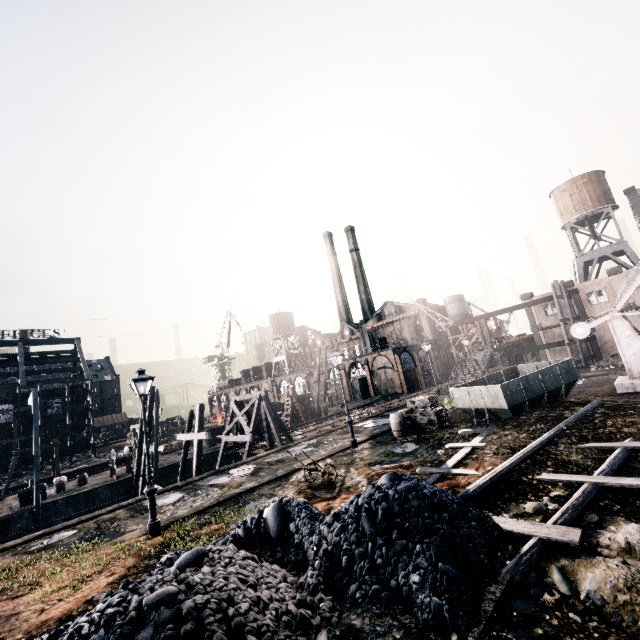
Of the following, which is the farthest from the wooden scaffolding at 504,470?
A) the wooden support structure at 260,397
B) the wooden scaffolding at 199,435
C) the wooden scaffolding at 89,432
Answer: the wooden scaffolding at 89,432

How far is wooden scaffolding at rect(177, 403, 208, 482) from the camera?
19.6 meters

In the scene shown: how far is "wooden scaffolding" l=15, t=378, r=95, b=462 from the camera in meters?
45.8 m

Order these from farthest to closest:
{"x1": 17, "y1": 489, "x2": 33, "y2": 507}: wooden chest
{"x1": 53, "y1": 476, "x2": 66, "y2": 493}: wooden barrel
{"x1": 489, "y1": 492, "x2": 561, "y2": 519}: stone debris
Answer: {"x1": 53, "y1": 476, "x2": 66, "y2": 493}: wooden barrel < {"x1": 17, "y1": 489, "x2": 33, "y2": 507}: wooden chest < {"x1": 489, "y1": 492, "x2": 561, "y2": 519}: stone debris

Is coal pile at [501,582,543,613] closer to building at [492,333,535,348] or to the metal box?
the metal box

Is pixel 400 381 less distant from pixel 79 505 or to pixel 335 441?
pixel 335 441

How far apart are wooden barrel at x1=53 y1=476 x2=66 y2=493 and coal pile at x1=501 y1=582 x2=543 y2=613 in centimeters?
3331cm

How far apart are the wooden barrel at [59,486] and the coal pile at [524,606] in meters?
33.3
